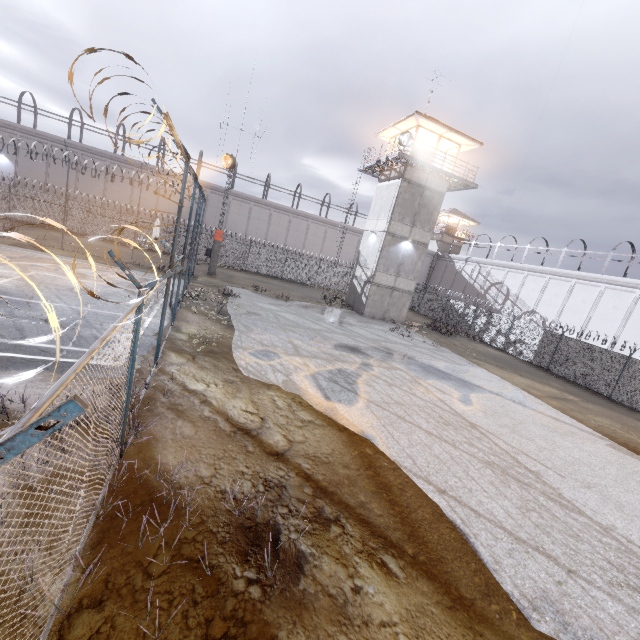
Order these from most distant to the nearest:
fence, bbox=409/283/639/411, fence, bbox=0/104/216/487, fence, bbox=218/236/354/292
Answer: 1. fence, bbox=218/236/354/292
2. fence, bbox=409/283/639/411
3. fence, bbox=0/104/216/487

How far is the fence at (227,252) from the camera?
33.3 meters

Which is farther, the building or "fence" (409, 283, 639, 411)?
the building

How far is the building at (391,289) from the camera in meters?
24.4 m

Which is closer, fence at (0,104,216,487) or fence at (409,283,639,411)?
fence at (0,104,216,487)

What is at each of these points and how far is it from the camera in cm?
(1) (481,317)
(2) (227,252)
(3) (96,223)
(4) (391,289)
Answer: (1) fence, 2916
(2) fence, 3316
(3) fence, 2909
(4) building, 2609
